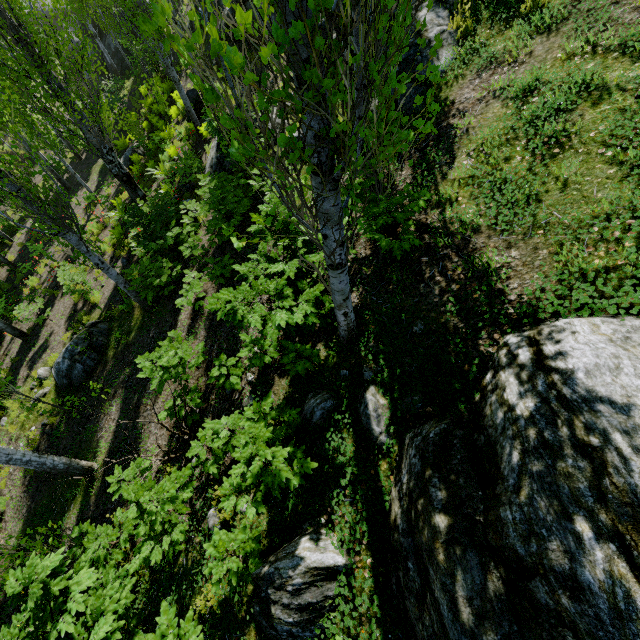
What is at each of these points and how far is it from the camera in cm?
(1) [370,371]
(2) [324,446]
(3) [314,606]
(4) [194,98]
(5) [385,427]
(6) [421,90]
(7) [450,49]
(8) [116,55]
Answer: (1) instancedfoliageactor, 371
(2) rock, 366
(3) rock, 291
(4) rock, 1349
(5) rock, 331
(6) rock, 546
(7) rock, 546
(8) rock, 2461

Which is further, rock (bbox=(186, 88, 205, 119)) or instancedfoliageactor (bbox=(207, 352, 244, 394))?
rock (bbox=(186, 88, 205, 119))

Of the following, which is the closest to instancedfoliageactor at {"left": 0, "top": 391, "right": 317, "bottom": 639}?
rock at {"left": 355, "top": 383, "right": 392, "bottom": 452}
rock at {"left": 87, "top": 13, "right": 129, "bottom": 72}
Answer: rock at {"left": 355, "top": 383, "right": 392, "bottom": 452}

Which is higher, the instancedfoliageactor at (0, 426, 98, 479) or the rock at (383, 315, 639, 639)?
the rock at (383, 315, 639, 639)

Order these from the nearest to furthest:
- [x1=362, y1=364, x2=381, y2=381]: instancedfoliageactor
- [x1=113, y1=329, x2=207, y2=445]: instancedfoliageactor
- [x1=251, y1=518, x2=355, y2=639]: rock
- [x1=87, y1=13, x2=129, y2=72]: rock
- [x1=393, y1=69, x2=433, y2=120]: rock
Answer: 1. [x1=251, y1=518, x2=355, y2=639]: rock
2. [x1=362, y1=364, x2=381, y2=381]: instancedfoliageactor
3. [x1=113, y1=329, x2=207, y2=445]: instancedfoliageactor
4. [x1=393, y1=69, x2=433, y2=120]: rock
5. [x1=87, y1=13, x2=129, y2=72]: rock

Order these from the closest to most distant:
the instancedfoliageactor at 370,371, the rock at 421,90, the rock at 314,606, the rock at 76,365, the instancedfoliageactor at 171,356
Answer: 1. the rock at 314,606
2. the instancedfoliageactor at 370,371
3. the instancedfoliageactor at 171,356
4. the rock at 421,90
5. the rock at 76,365

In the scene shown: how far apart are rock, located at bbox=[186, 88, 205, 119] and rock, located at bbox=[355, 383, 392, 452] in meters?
15.0 m

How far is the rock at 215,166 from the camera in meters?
9.6
